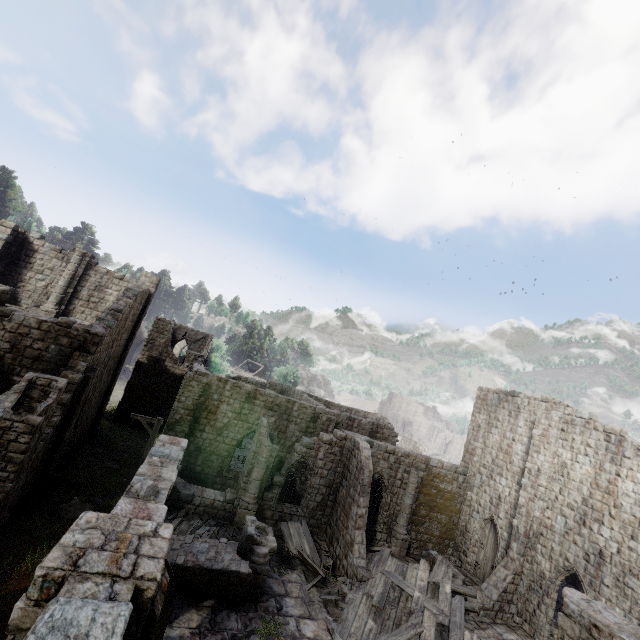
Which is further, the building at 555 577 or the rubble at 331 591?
the rubble at 331 591

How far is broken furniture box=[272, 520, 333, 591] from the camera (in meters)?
14.86

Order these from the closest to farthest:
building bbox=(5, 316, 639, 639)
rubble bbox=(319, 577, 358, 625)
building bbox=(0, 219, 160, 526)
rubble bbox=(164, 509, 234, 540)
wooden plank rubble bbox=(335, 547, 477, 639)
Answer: building bbox=(5, 316, 639, 639), building bbox=(0, 219, 160, 526), wooden plank rubble bbox=(335, 547, 477, 639), rubble bbox=(319, 577, 358, 625), rubble bbox=(164, 509, 234, 540)

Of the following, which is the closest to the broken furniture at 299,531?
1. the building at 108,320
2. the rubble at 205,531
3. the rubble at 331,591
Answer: the rubble at 331,591

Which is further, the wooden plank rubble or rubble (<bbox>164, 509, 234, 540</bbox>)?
rubble (<bbox>164, 509, 234, 540</bbox>)

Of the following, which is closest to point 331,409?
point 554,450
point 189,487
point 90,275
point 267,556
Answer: point 189,487

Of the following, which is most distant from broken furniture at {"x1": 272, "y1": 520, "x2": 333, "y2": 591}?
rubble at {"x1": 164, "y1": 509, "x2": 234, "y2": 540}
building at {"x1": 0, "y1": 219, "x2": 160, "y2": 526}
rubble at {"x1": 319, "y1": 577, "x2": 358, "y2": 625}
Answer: rubble at {"x1": 164, "y1": 509, "x2": 234, "y2": 540}

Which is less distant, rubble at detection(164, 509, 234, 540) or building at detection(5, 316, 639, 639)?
building at detection(5, 316, 639, 639)
